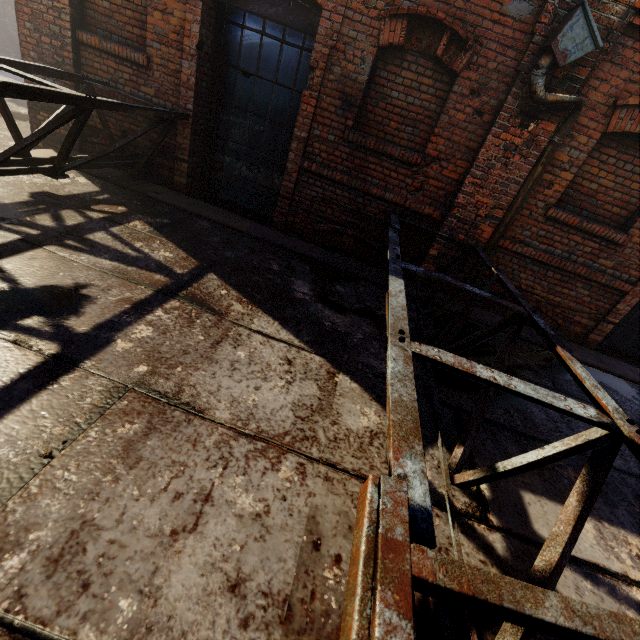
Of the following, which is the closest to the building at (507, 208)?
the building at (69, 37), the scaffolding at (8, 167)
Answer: the scaffolding at (8, 167)

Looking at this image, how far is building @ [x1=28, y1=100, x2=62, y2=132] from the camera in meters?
4.9

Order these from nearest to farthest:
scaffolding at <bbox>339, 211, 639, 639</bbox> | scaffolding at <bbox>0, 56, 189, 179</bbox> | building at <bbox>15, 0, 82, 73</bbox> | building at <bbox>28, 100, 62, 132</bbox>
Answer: scaffolding at <bbox>339, 211, 639, 639</bbox> < scaffolding at <bbox>0, 56, 189, 179</bbox> < building at <bbox>15, 0, 82, 73</bbox> < building at <bbox>28, 100, 62, 132</bbox>

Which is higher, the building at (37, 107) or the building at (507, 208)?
the building at (507, 208)

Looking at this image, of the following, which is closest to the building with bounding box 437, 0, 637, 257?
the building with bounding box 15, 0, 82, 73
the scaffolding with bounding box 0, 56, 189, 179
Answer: the scaffolding with bounding box 0, 56, 189, 179

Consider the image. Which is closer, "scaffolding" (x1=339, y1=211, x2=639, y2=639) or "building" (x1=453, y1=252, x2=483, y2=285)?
"scaffolding" (x1=339, y1=211, x2=639, y2=639)

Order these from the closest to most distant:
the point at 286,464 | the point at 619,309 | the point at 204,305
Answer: the point at 286,464, the point at 204,305, the point at 619,309
